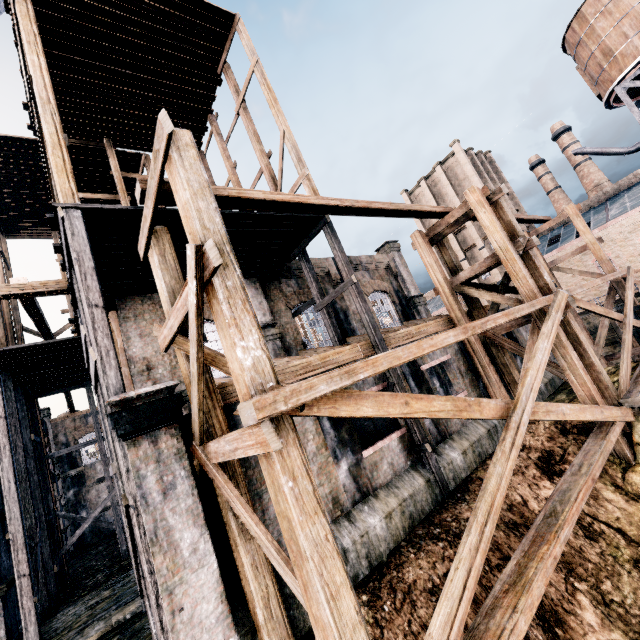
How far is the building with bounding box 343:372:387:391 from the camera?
11.3m

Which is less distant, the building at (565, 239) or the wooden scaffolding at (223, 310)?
the wooden scaffolding at (223, 310)

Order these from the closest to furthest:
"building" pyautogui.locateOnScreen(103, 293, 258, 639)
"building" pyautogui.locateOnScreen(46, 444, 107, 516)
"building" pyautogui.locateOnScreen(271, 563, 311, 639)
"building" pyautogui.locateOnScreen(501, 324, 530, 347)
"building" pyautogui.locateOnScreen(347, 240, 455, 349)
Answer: "building" pyautogui.locateOnScreen(103, 293, 258, 639) → "building" pyautogui.locateOnScreen(271, 563, 311, 639) → "building" pyautogui.locateOnScreen(347, 240, 455, 349) → "building" pyautogui.locateOnScreen(501, 324, 530, 347) → "building" pyautogui.locateOnScreen(46, 444, 107, 516)

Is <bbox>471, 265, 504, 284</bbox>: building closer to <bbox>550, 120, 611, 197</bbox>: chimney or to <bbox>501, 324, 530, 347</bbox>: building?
<bbox>550, 120, 611, 197</bbox>: chimney

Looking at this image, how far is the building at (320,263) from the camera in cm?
1914

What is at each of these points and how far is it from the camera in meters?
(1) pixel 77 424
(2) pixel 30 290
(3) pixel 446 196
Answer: (1) building, 31.7 m
(2) building, 11.4 m
(3) building, 51.0 m
